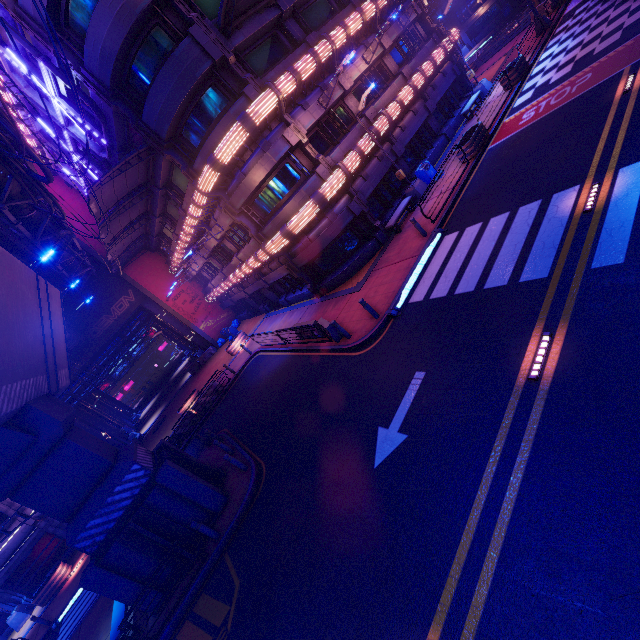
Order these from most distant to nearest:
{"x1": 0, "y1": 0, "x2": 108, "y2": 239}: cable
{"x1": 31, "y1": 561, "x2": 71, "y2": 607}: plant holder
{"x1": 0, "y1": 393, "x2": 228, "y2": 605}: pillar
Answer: {"x1": 31, "y1": 561, "x2": 71, "y2": 607}: plant holder < {"x1": 0, "y1": 393, "x2": 228, "y2": 605}: pillar < {"x1": 0, "y1": 0, "x2": 108, "y2": 239}: cable

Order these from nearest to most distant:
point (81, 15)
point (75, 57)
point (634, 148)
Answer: point (634, 148)
point (81, 15)
point (75, 57)

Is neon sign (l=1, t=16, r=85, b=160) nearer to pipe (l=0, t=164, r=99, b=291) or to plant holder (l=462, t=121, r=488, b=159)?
pipe (l=0, t=164, r=99, b=291)

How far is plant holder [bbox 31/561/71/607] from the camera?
20.4m

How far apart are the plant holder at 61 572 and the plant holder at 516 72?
42.0m

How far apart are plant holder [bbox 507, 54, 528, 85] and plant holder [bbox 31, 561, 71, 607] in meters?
42.0

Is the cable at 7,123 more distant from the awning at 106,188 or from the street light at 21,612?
the street light at 21,612

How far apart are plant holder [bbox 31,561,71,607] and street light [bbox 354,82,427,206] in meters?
32.2 m
